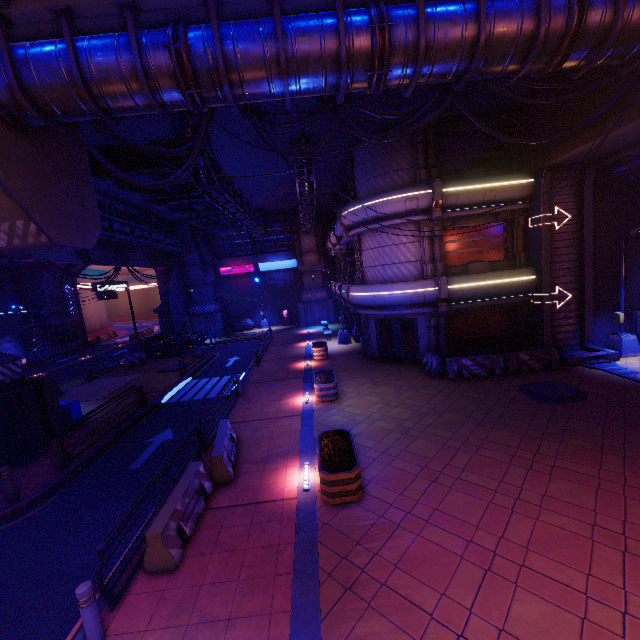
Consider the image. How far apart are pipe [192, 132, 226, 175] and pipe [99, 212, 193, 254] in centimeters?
713cm

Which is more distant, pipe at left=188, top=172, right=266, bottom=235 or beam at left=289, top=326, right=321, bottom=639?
pipe at left=188, top=172, right=266, bottom=235

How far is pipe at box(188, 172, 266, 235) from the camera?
14.63m

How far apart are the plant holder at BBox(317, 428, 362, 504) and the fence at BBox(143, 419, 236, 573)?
3.0 meters

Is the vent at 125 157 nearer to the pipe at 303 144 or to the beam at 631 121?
the pipe at 303 144

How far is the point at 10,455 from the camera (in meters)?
11.50

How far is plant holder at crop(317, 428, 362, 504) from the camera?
7.6 meters

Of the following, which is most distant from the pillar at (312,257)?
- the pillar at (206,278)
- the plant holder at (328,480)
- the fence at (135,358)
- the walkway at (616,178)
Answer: the plant holder at (328,480)
